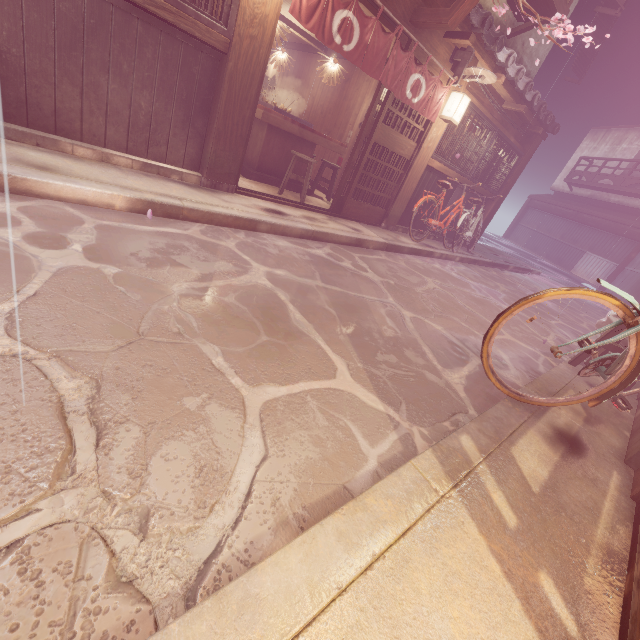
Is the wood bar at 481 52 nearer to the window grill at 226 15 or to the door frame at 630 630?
the window grill at 226 15

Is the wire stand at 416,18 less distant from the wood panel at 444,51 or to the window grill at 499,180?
the wood panel at 444,51

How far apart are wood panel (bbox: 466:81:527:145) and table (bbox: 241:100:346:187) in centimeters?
550cm

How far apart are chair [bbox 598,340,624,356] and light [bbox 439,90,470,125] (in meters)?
7.82

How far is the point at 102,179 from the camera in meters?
5.6

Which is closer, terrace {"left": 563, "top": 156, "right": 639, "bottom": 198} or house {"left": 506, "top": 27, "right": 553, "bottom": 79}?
house {"left": 506, "top": 27, "right": 553, "bottom": 79}

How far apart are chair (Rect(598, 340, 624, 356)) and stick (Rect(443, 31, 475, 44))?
8.3m

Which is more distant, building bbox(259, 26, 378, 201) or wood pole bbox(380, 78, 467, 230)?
building bbox(259, 26, 378, 201)
